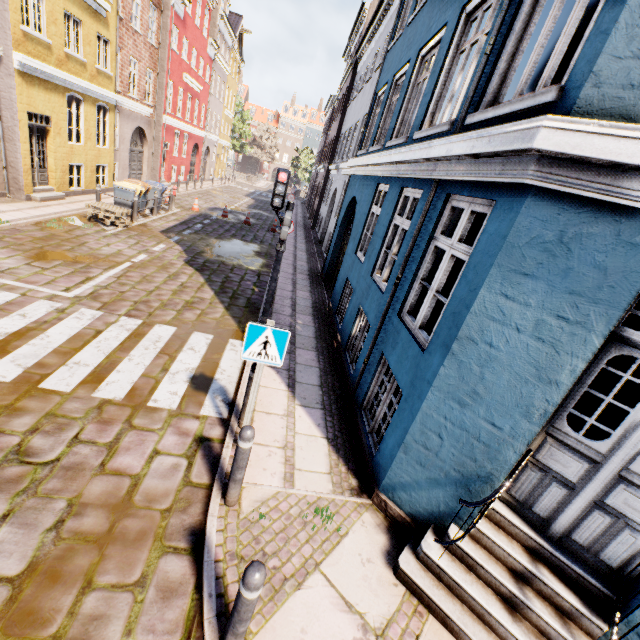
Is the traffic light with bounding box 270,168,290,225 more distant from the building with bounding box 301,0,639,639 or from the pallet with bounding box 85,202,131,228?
the pallet with bounding box 85,202,131,228

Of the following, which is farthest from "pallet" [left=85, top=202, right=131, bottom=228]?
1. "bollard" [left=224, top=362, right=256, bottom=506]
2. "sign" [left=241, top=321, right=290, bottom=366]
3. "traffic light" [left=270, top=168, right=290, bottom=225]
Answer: "bollard" [left=224, top=362, right=256, bottom=506]

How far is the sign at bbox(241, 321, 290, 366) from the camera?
3.62m

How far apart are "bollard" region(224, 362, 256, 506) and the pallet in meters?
11.5 m

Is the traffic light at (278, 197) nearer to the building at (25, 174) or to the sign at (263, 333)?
the building at (25, 174)

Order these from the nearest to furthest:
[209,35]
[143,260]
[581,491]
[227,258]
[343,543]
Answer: [581,491] < [343,543] < [143,260] < [227,258] < [209,35]

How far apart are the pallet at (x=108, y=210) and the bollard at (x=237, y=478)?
11.5m

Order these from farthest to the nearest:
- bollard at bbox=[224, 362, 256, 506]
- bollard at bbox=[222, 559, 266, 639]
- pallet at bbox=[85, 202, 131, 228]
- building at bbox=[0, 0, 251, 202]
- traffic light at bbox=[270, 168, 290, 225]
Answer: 1. pallet at bbox=[85, 202, 131, 228]
2. building at bbox=[0, 0, 251, 202]
3. traffic light at bbox=[270, 168, 290, 225]
4. bollard at bbox=[224, 362, 256, 506]
5. bollard at bbox=[222, 559, 266, 639]
